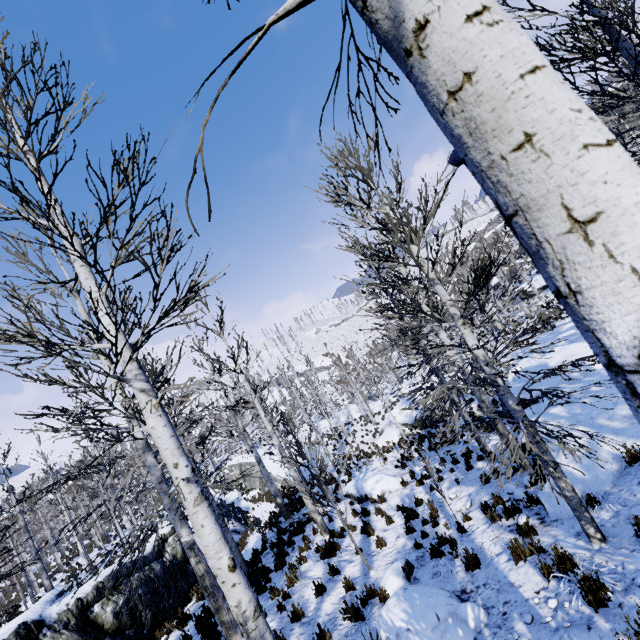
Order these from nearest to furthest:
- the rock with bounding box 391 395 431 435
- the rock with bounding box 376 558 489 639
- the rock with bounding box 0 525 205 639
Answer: the rock with bounding box 376 558 489 639 < the rock with bounding box 0 525 205 639 < the rock with bounding box 391 395 431 435

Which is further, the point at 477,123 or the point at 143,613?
the point at 143,613

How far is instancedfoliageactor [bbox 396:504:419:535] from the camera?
9.8m

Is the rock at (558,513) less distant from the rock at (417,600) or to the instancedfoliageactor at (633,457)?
the instancedfoliageactor at (633,457)

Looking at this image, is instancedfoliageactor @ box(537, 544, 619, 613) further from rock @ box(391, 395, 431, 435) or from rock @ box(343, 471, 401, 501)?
rock @ box(343, 471, 401, 501)

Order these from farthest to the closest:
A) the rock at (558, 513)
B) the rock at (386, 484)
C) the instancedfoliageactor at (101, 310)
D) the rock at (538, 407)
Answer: the rock at (386, 484) → the rock at (538, 407) → the rock at (558, 513) → the instancedfoliageactor at (101, 310)

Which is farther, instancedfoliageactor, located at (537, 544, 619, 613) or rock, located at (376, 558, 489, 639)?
rock, located at (376, 558, 489, 639)

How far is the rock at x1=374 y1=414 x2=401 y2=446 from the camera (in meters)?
23.06
